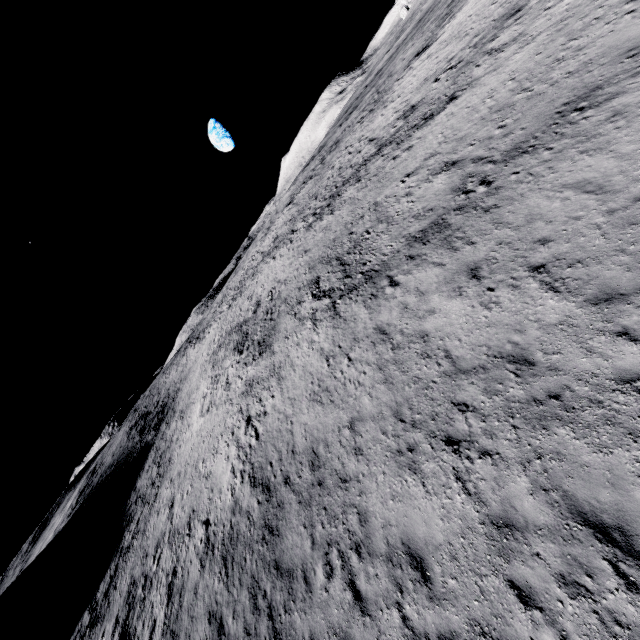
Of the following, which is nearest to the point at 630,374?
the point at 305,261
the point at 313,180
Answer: the point at 305,261
